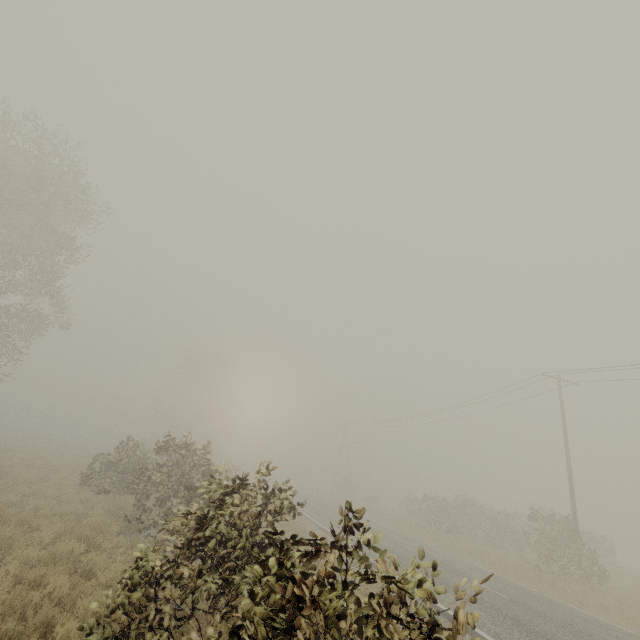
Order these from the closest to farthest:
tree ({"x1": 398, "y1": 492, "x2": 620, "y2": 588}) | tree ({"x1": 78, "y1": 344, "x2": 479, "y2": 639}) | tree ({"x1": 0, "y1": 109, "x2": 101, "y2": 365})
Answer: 1. tree ({"x1": 78, "y1": 344, "x2": 479, "y2": 639})
2. tree ({"x1": 0, "y1": 109, "x2": 101, "y2": 365})
3. tree ({"x1": 398, "y1": 492, "x2": 620, "y2": 588})

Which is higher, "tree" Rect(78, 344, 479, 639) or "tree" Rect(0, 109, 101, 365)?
"tree" Rect(0, 109, 101, 365)

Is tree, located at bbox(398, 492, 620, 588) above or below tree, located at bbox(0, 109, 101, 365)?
below

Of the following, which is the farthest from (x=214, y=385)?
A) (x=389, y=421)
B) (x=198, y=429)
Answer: (x=389, y=421)

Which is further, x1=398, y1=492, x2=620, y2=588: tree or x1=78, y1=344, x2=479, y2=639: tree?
x1=398, y1=492, x2=620, y2=588: tree

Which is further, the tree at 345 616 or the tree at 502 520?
the tree at 502 520

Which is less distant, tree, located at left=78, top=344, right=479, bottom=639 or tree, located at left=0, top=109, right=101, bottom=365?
tree, located at left=78, top=344, right=479, bottom=639

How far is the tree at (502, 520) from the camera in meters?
17.8
